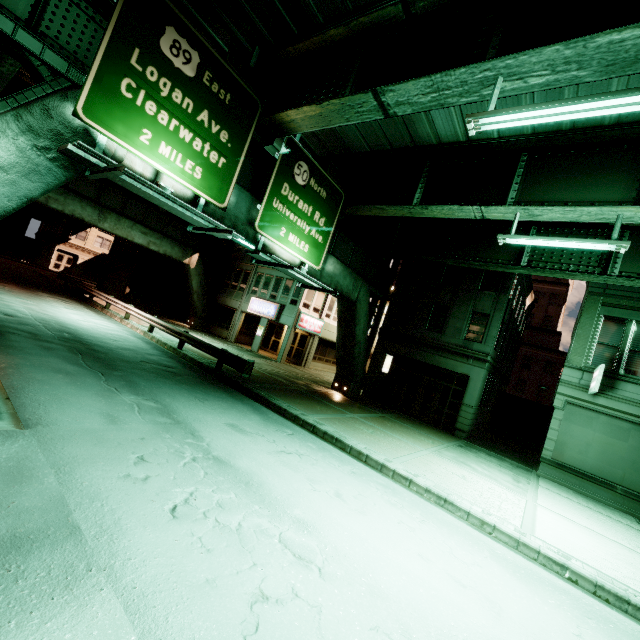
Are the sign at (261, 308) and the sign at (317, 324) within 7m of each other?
yes

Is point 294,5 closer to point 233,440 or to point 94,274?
point 233,440

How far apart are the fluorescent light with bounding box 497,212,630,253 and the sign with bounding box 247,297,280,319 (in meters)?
18.14

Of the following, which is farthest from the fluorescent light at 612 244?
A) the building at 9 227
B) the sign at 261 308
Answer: the building at 9 227

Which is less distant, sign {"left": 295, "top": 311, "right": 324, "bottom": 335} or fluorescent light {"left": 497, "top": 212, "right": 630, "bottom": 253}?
fluorescent light {"left": 497, "top": 212, "right": 630, "bottom": 253}

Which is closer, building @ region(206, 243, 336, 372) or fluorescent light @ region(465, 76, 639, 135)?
fluorescent light @ region(465, 76, 639, 135)

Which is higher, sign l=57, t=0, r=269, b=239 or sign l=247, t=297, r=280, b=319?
sign l=57, t=0, r=269, b=239

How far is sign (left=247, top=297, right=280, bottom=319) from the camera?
26.7 meters
